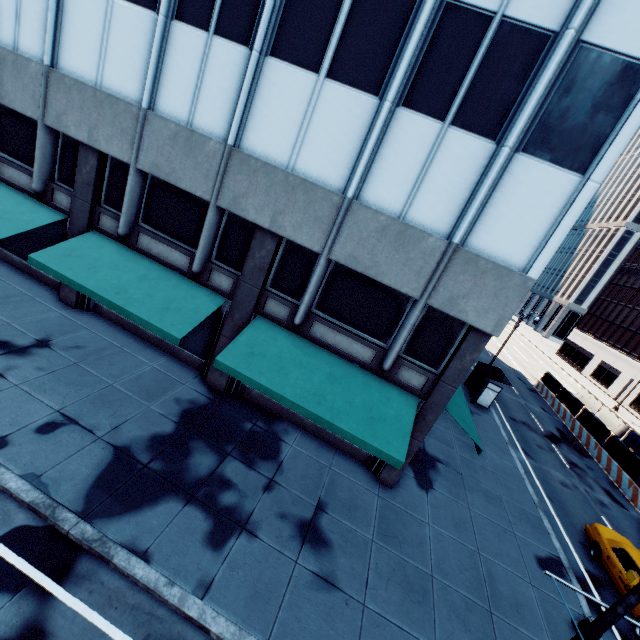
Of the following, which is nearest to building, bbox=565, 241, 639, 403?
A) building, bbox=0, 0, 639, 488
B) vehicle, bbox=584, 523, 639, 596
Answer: vehicle, bbox=584, 523, 639, 596

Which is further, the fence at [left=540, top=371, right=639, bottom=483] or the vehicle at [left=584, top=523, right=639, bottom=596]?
the fence at [left=540, top=371, right=639, bottom=483]

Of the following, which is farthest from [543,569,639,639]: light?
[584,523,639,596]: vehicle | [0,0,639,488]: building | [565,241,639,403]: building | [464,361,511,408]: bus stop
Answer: [565,241,639,403]: building

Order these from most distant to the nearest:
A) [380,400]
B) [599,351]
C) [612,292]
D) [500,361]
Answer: [612,292]
[599,351]
[500,361]
[380,400]

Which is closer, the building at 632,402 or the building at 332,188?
the building at 332,188

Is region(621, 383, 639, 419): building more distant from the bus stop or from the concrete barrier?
the bus stop

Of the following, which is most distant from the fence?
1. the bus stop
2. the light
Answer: the light

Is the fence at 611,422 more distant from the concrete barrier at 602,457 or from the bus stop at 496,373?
the bus stop at 496,373
